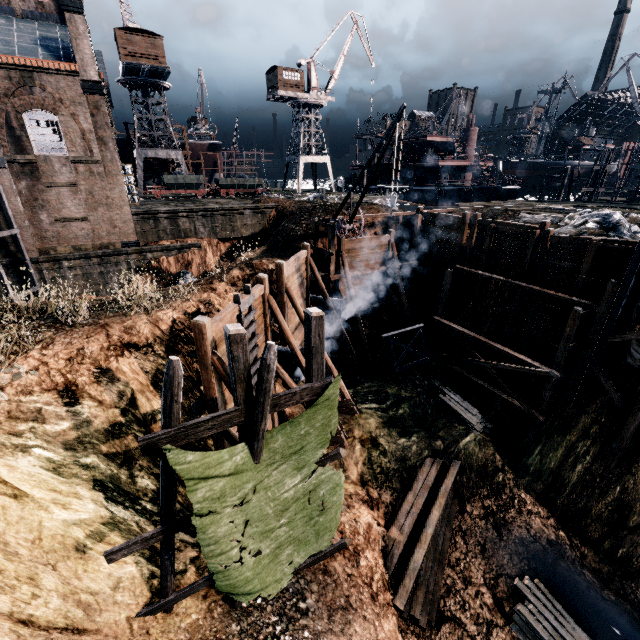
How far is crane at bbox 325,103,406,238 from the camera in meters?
15.9

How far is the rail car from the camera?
39.7m

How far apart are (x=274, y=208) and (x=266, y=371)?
28.9 meters

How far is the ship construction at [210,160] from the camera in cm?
5725

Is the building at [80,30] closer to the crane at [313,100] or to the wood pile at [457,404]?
the crane at [313,100]

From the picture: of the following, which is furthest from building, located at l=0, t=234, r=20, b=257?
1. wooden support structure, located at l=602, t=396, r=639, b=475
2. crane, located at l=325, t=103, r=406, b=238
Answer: wooden support structure, located at l=602, t=396, r=639, b=475

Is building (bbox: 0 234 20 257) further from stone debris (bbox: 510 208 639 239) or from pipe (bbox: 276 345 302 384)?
stone debris (bbox: 510 208 639 239)

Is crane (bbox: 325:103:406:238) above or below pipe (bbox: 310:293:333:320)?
above
